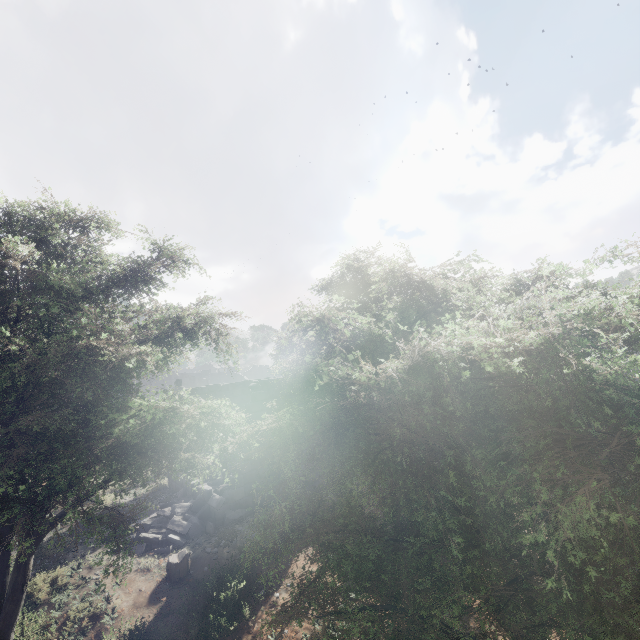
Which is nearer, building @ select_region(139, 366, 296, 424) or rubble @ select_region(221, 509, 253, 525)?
rubble @ select_region(221, 509, 253, 525)

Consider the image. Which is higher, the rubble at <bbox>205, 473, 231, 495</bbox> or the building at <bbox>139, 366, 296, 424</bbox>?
the building at <bbox>139, 366, 296, 424</bbox>

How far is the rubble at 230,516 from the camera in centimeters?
1091cm

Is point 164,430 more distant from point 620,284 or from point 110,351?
point 620,284

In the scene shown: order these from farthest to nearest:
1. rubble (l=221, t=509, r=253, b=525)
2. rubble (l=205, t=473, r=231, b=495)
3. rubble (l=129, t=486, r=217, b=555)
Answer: rubble (l=205, t=473, r=231, b=495) < rubble (l=221, t=509, r=253, b=525) < rubble (l=129, t=486, r=217, b=555)

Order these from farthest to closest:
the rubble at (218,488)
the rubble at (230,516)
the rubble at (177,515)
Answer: the rubble at (218,488) → the rubble at (230,516) → the rubble at (177,515)
